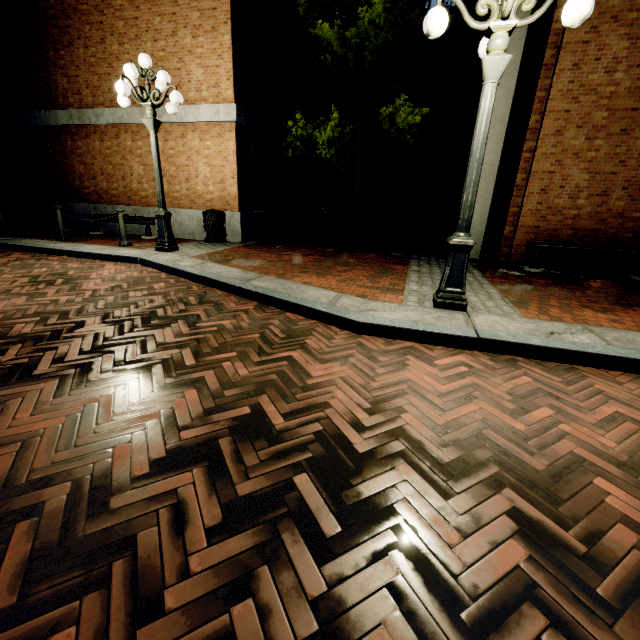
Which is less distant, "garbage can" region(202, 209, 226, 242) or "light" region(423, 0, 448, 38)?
"light" region(423, 0, 448, 38)

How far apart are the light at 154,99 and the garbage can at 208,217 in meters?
1.6

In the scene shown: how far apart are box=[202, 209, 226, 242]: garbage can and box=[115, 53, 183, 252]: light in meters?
1.6 m

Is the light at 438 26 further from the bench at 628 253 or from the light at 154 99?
the light at 154 99

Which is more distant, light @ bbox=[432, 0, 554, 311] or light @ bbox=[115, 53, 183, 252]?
light @ bbox=[115, 53, 183, 252]

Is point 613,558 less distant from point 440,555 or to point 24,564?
point 440,555

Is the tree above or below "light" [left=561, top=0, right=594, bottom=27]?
above

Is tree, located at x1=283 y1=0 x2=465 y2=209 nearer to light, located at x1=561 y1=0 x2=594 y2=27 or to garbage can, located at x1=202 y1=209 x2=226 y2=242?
garbage can, located at x1=202 y1=209 x2=226 y2=242
